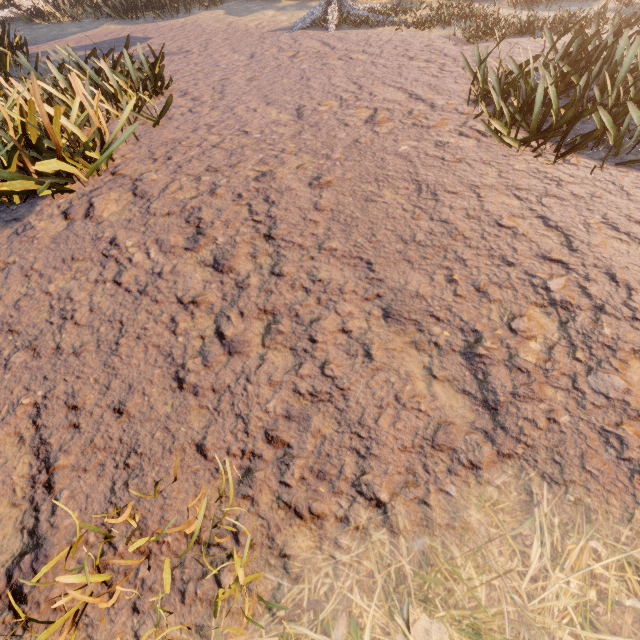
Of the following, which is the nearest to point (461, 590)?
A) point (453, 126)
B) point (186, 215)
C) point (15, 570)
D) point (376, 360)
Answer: point (376, 360)
